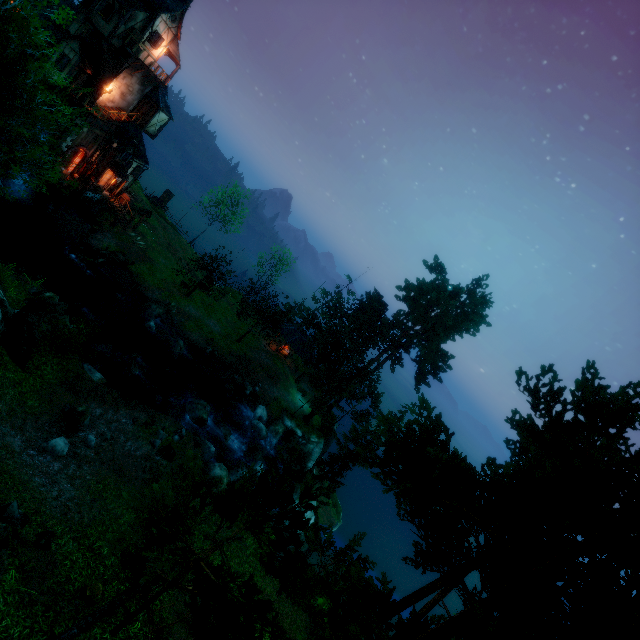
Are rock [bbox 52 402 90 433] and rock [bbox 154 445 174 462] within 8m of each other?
yes

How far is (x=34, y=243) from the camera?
27.8m

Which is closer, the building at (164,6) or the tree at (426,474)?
the tree at (426,474)

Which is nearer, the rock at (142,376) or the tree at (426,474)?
the tree at (426,474)

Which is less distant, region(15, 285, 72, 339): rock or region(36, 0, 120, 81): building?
region(15, 285, 72, 339): rock

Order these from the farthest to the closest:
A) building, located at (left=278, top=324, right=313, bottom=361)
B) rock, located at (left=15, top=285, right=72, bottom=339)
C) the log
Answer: building, located at (left=278, top=324, right=313, bottom=361) → rock, located at (left=15, top=285, right=72, bottom=339) → the log

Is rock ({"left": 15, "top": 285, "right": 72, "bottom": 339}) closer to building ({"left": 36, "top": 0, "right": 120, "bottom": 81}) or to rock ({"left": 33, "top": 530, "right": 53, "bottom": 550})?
rock ({"left": 33, "top": 530, "right": 53, "bottom": 550})

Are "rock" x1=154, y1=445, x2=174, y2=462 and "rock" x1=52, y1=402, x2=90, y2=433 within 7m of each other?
yes
